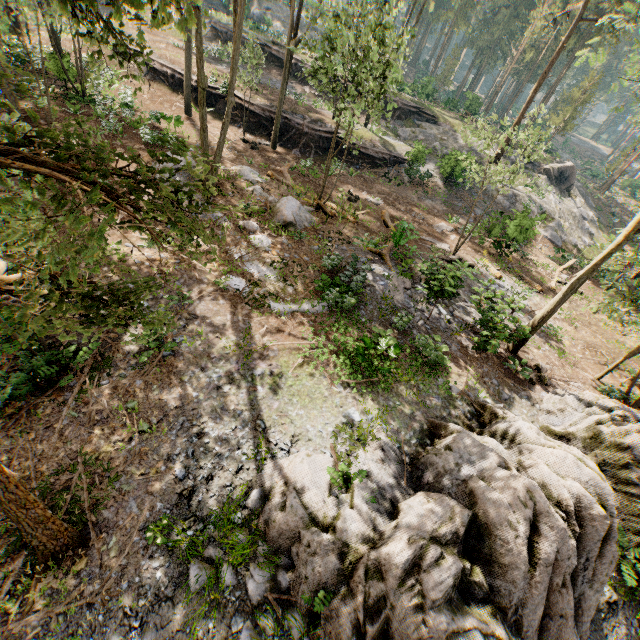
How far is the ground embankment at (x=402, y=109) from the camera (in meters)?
32.62

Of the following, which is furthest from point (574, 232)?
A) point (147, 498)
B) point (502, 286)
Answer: point (147, 498)

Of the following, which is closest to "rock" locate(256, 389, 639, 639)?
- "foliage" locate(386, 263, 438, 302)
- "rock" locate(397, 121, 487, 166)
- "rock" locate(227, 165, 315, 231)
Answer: "foliage" locate(386, 263, 438, 302)

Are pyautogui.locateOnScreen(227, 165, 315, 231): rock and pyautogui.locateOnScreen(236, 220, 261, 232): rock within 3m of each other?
yes

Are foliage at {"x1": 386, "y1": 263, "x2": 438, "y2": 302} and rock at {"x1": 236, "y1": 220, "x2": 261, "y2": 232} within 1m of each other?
no

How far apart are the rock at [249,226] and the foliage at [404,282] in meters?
6.3

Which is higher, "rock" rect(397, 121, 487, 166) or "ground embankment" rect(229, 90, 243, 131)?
"rock" rect(397, 121, 487, 166)

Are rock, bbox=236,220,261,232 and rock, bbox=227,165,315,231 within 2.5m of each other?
yes
